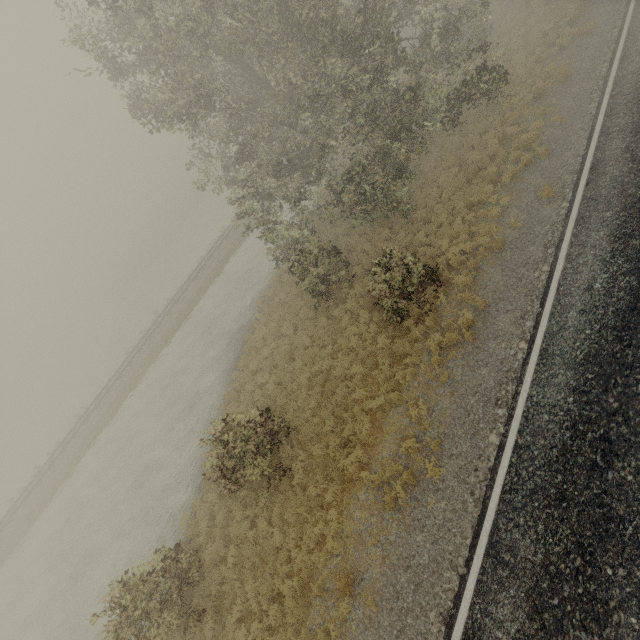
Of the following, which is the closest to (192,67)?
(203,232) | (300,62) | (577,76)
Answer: (300,62)
